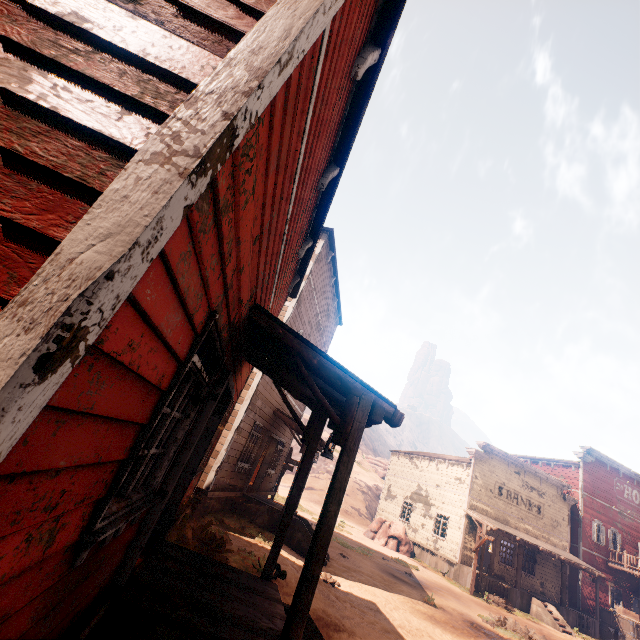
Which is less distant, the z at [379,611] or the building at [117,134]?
the building at [117,134]

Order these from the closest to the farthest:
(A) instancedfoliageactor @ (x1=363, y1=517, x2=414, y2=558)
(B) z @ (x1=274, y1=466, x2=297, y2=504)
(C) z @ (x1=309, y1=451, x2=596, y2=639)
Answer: (C) z @ (x1=309, y1=451, x2=596, y2=639) < (A) instancedfoliageactor @ (x1=363, y1=517, x2=414, y2=558) < (B) z @ (x1=274, y1=466, x2=297, y2=504)

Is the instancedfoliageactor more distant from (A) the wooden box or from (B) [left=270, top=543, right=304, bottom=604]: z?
(A) the wooden box

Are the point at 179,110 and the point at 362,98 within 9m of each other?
yes

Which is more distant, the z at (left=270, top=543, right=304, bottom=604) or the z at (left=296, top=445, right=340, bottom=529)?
the z at (left=296, top=445, right=340, bottom=529)

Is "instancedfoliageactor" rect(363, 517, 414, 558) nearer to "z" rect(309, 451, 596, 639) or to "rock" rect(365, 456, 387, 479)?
"z" rect(309, 451, 596, 639)

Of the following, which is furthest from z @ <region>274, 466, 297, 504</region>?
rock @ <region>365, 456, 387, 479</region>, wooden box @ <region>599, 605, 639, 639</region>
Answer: rock @ <region>365, 456, 387, 479</region>

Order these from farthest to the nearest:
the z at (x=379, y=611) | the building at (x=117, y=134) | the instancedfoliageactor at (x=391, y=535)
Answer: the instancedfoliageactor at (x=391, y=535)
the z at (x=379, y=611)
the building at (x=117, y=134)
